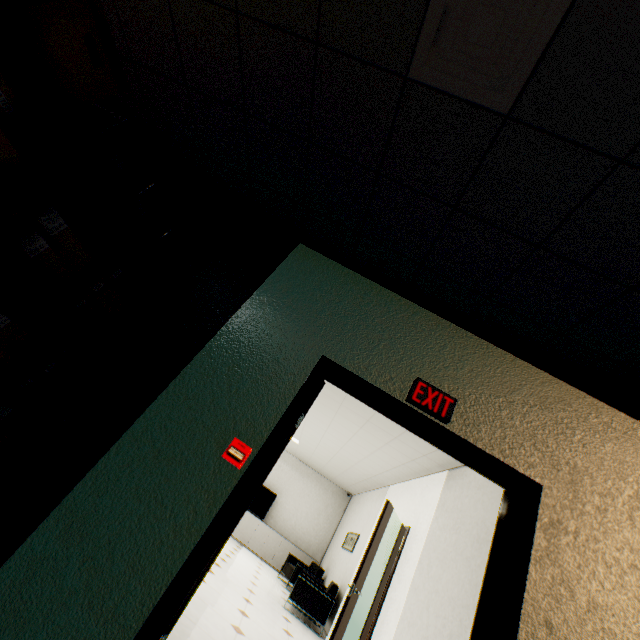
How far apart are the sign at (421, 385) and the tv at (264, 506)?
10.2m

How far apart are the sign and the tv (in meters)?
10.21

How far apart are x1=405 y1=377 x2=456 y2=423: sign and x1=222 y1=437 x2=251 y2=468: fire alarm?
1.08m

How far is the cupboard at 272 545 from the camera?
9.6m

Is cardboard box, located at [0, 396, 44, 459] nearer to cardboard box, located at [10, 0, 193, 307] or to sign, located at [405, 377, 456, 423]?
cardboard box, located at [10, 0, 193, 307]

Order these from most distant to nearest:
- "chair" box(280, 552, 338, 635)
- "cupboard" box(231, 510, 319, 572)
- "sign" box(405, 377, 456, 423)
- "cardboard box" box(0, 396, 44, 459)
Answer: "cupboard" box(231, 510, 319, 572) < "chair" box(280, 552, 338, 635) < "sign" box(405, 377, 456, 423) < "cardboard box" box(0, 396, 44, 459)

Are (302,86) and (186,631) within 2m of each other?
no

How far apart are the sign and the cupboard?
10.1m
